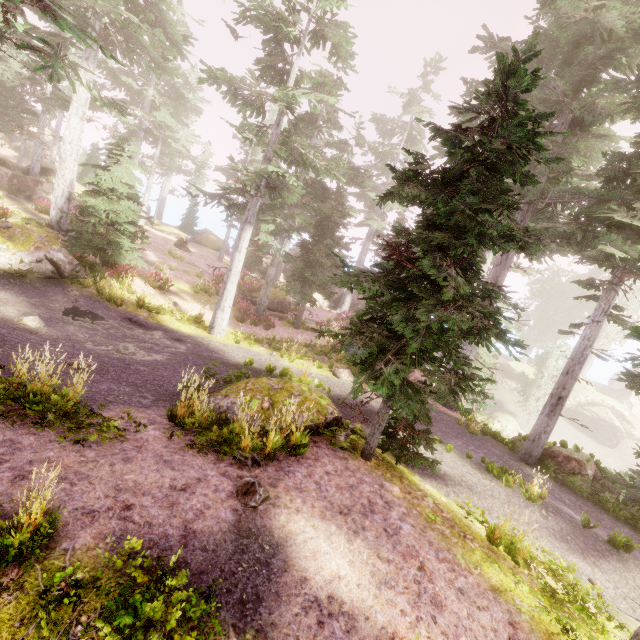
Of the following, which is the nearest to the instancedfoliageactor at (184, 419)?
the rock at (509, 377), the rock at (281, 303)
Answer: the rock at (509, 377)

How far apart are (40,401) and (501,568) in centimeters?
859cm

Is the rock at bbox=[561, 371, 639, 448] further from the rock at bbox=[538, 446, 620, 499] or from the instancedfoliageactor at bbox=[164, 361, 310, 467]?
the rock at bbox=[538, 446, 620, 499]

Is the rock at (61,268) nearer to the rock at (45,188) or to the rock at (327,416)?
the rock at (45,188)

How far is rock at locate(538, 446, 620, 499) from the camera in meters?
11.6

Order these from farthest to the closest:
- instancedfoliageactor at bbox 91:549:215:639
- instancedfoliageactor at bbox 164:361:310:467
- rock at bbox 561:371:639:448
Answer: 1. rock at bbox 561:371:639:448
2. instancedfoliageactor at bbox 164:361:310:467
3. instancedfoliageactor at bbox 91:549:215:639

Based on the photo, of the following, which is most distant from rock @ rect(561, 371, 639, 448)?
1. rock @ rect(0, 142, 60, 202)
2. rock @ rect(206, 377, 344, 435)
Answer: rock @ rect(0, 142, 60, 202)

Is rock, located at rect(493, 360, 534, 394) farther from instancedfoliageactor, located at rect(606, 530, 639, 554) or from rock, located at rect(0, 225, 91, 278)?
rock, located at rect(0, 225, 91, 278)
